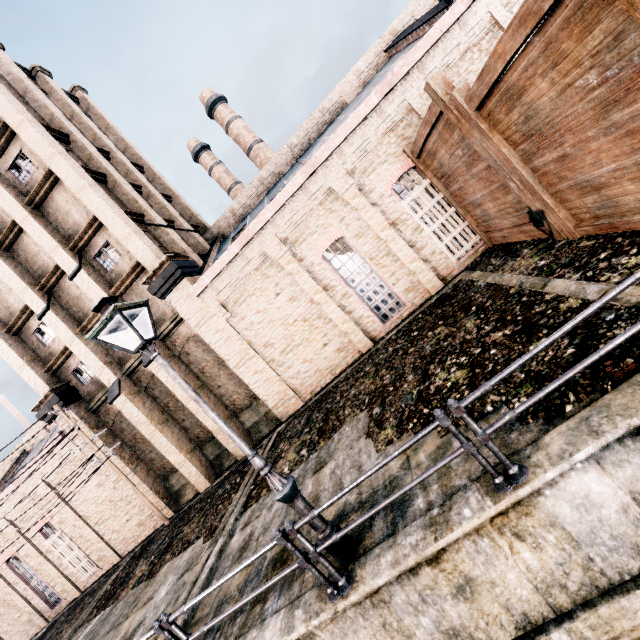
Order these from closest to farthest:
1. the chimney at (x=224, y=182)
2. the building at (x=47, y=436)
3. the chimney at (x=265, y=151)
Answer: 1. the building at (x=47, y=436)
2. the chimney at (x=265, y=151)
3. the chimney at (x=224, y=182)

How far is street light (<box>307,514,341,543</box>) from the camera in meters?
5.3

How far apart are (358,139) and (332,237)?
4.3 meters

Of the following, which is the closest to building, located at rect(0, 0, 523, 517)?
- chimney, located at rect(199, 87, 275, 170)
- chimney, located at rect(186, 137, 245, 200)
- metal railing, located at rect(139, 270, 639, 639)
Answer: metal railing, located at rect(139, 270, 639, 639)

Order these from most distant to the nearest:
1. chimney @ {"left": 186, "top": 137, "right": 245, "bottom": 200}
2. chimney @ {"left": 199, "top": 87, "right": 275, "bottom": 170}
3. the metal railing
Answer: chimney @ {"left": 186, "top": 137, "right": 245, "bottom": 200}, chimney @ {"left": 199, "top": 87, "right": 275, "bottom": 170}, the metal railing

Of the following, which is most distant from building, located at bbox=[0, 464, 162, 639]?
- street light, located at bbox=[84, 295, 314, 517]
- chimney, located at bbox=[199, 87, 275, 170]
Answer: chimney, located at bbox=[199, 87, 275, 170]

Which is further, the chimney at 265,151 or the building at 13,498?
the chimney at 265,151

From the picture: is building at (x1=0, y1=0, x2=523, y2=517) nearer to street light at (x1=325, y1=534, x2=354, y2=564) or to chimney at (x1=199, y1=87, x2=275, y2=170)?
street light at (x1=325, y1=534, x2=354, y2=564)
